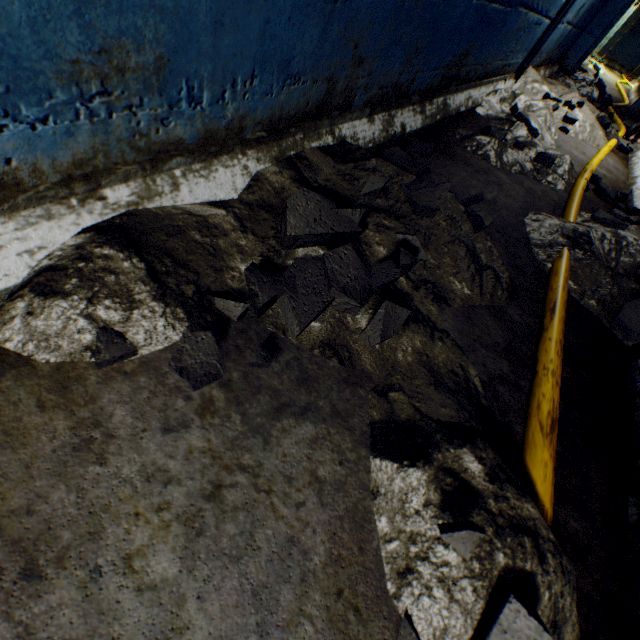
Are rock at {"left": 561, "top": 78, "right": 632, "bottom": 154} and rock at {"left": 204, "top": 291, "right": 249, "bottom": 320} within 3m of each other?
no

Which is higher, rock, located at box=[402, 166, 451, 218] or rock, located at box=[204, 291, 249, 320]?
rock, located at box=[402, 166, 451, 218]

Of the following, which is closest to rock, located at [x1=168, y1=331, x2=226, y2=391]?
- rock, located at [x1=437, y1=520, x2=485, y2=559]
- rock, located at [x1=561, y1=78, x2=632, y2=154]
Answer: rock, located at [x1=437, y1=520, x2=485, y2=559]

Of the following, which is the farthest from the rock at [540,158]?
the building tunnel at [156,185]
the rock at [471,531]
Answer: the rock at [471,531]

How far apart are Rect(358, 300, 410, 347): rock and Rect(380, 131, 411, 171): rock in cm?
68

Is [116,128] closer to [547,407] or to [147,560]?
[147,560]

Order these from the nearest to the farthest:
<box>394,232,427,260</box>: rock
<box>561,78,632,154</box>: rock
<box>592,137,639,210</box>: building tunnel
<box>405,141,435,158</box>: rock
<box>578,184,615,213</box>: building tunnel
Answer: <box>394,232,427,260</box>: rock
<box>405,141,435,158</box>: rock
<box>578,184,615,213</box>: building tunnel
<box>592,137,639,210</box>: building tunnel
<box>561,78,632,154</box>: rock

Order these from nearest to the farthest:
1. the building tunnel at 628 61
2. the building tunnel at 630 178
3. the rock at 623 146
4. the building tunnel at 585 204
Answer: the building tunnel at 585 204 < the building tunnel at 630 178 < the rock at 623 146 < the building tunnel at 628 61
